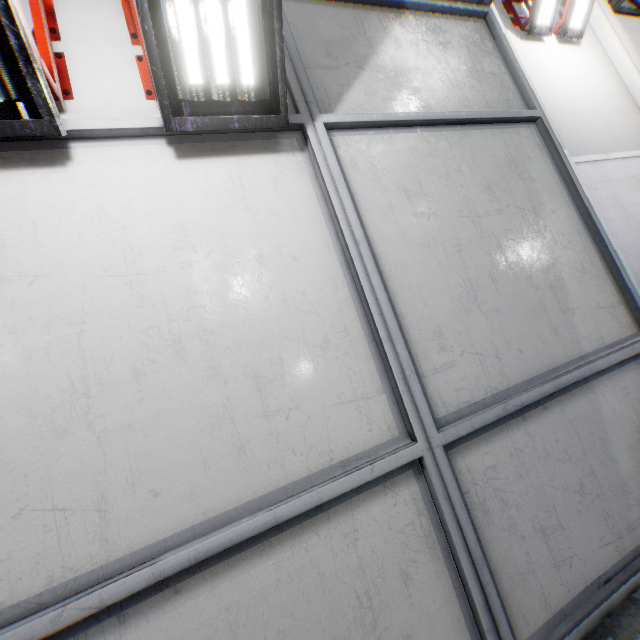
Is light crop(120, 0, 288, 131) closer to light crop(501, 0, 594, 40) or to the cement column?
light crop(501, 0, 594, 40)

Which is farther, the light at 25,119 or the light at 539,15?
the light at 539,15

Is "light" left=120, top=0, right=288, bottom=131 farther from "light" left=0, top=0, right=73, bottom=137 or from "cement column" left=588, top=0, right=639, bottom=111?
"cement column" left=588, top=0, right=639, bottom=111

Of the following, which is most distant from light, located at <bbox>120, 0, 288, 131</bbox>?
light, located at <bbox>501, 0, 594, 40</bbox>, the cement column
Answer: the cement column

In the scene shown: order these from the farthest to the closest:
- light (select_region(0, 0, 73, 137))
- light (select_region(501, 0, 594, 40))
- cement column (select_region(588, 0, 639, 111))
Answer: cement column (select_region(588, 0, 639, 111))
light (select_region(501, 0, 594, 40))
light (select_region(0, 0, 73, 137))

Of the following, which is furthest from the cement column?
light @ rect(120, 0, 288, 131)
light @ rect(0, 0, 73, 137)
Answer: light @ rect(0, 0, 73, 137)

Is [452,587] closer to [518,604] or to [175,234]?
[518,604]

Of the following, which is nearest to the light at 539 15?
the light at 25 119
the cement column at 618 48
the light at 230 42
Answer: the cement column at 618 48
